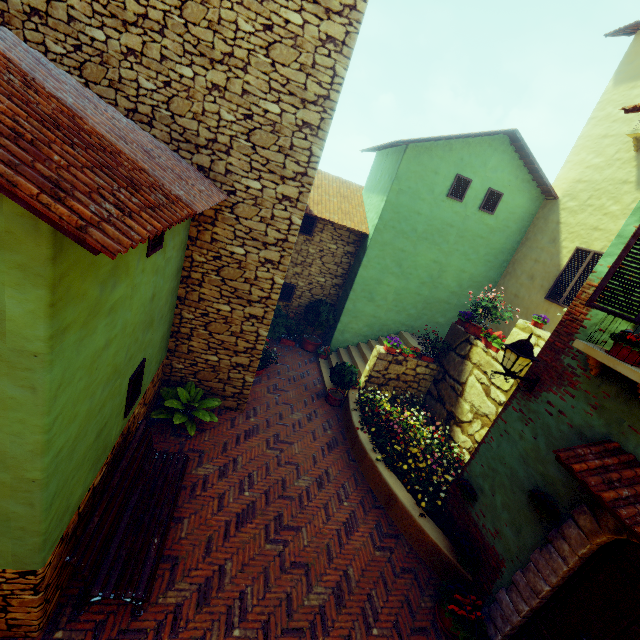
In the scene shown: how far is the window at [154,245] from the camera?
3.81m

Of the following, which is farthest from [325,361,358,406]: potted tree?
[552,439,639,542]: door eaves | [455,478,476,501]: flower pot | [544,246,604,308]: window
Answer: [544,246,604,308]: window

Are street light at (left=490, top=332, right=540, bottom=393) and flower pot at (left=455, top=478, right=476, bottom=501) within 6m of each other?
yes

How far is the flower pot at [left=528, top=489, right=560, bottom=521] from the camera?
4.2 meters

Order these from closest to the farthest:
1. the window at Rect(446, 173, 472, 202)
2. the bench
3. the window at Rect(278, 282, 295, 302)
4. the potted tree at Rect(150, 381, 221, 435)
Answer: the bench, the potted tree at Rect(150, 381, 221, 435), the window at Rect(446, 173, 472, 202), the window at Rect(278, 282, 295, 302)

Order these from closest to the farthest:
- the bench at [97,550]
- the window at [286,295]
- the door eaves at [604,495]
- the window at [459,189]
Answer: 1. the door eaves at [604,495]
2. the bench at [97,550]
3. the window at [459,189]
4. the window at [286,295]

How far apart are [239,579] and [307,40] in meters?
8.3 m

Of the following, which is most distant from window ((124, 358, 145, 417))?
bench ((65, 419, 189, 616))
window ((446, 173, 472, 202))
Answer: window ((446, 173, 472, 202))
